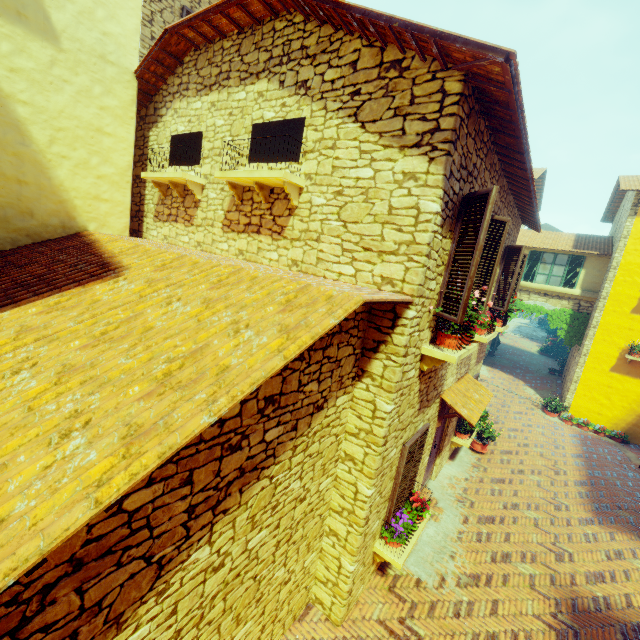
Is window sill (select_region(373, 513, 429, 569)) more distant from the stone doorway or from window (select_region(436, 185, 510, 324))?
the stone doorway

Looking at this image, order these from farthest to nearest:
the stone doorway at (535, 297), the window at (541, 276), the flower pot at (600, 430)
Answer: the stone doorway at (535, 297), the flower pot at (600, 430), the window at (541, 276)

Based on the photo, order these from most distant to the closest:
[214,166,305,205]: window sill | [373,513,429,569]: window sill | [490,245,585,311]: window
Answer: [490,245,585,311]: window → [373,513,429,569]: window sill → [214,166,305,205]: window sill

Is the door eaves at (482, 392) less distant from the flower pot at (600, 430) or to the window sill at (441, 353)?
the window sill at (441, 353)

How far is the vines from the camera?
14.7m

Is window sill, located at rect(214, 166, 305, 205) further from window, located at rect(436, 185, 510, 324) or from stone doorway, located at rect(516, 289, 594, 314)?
stone doorway, located at rect(516, 289, 594, 314)

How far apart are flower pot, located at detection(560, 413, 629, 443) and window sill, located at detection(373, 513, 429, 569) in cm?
1151

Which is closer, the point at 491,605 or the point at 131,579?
the point at 131,579
